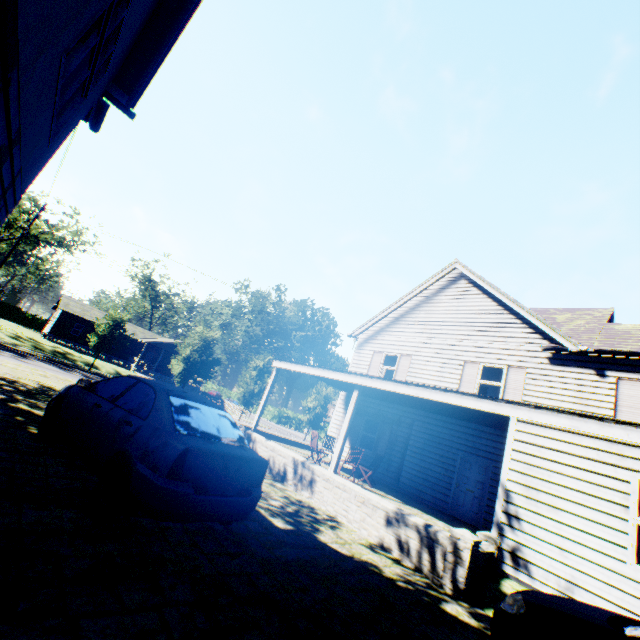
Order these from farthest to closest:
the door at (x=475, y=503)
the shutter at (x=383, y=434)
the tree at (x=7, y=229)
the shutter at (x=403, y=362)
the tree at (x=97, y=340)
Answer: the tree at (x=97, y=340) → the tree at (x=7, y=229) → the shutter at (x=403, y=362) → the shutter at (x=383, y=434) → the door at (x=475, y=503)

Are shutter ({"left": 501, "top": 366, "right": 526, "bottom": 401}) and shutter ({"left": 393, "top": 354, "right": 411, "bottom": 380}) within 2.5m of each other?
no

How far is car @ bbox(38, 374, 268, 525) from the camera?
3.8m

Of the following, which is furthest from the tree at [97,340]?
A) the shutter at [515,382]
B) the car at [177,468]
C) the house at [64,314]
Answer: the shutter at [515,382]

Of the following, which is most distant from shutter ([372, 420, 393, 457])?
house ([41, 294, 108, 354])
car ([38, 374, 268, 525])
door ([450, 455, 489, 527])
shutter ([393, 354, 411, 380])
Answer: house ([41, 294, 108, 354])

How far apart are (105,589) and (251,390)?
26.85m

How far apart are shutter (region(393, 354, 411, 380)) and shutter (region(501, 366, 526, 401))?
4.3 meters

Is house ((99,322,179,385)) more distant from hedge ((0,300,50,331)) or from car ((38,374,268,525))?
car ((38,374,268,525))
